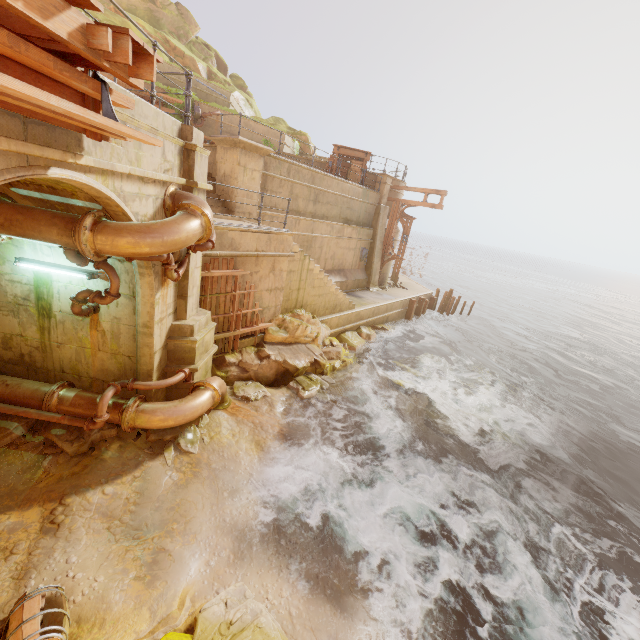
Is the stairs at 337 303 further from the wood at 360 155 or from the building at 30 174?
the wood at 360 155

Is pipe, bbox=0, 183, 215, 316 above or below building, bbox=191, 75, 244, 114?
below

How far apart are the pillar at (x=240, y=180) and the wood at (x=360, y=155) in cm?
713

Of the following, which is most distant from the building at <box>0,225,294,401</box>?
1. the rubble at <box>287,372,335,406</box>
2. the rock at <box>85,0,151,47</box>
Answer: the rock at <box>85,0,151,47</box>

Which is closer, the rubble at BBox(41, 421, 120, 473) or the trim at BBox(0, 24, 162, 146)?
the trim at BBox(0, 24, 162, 146)

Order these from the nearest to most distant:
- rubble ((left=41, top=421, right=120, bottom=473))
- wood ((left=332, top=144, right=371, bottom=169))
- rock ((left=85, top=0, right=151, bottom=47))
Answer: rubble ((left=41, top=421, right=120, bottom=473))
rock ((left=85, top=0, right=151, bottom=47))
wood ((left=332, top=144, right=371, bottom=169))

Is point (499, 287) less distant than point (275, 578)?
No

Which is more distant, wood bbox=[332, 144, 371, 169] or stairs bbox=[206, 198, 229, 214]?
wood bbox=[332, 144, 371, 169]
